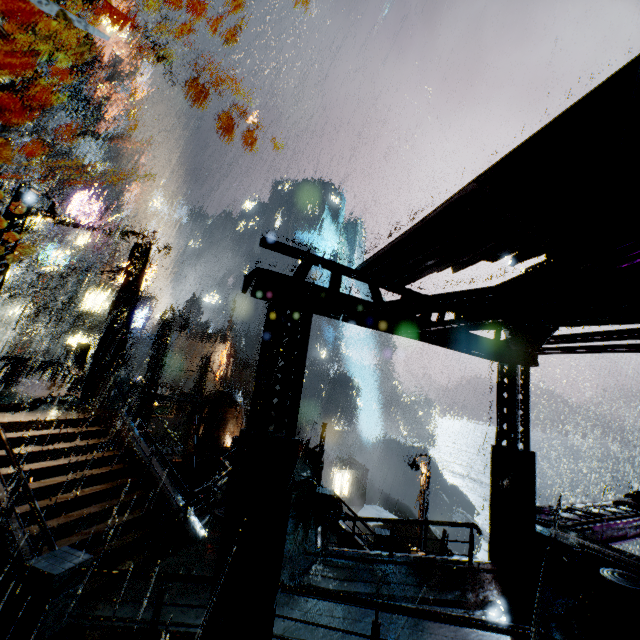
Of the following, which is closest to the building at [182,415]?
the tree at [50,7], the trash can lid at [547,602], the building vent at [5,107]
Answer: the building vent at [5,107]

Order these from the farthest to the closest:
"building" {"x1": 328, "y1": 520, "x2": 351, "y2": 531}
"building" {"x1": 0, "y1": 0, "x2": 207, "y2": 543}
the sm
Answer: "building" {"x1": 328, "y1": 520, "x2": 351, "y2": 531}, "building" {"x1": 0, "y1": 0, "x2": 207, "y2": 543}, the sm

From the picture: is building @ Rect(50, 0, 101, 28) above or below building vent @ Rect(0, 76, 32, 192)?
above

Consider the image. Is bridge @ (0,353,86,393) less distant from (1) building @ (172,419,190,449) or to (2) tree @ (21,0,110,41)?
(1) building @ (172,419,190,449)

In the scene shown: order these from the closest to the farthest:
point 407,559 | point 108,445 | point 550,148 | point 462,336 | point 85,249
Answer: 1. point 550,148
2. point 462,336
3. point 407,559
4. point 108,445
5. point 85,249

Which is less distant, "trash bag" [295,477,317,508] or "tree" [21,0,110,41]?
"tree" [21,0,110,41]

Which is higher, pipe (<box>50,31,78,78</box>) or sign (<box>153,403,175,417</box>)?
pipe (<box>50,31,78,78</box>)

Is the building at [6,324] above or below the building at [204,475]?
above
